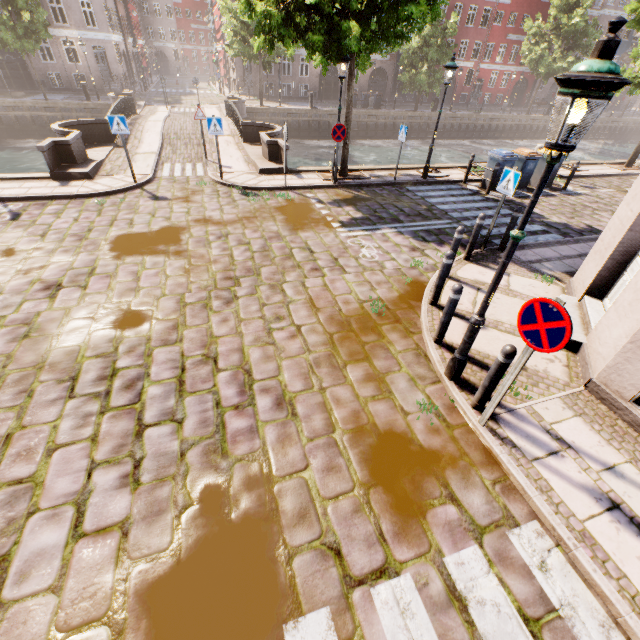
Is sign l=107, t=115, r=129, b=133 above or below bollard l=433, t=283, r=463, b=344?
above

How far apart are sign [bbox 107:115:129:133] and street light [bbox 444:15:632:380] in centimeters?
1130cm

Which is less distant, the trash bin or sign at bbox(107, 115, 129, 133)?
sign at bbox(107, 115, 129, 133)

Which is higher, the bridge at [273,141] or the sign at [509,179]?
the sign at [509,179]

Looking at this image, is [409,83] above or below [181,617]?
above

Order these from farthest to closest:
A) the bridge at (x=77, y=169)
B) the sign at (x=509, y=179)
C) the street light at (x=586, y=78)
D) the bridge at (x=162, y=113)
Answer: the bridge at (x=162, y=113), the bridge at (x=77, y=169), the sign at (x=509, y=179), the street light at (x=586, y=78)

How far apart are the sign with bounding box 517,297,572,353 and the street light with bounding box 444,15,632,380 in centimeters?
52cm

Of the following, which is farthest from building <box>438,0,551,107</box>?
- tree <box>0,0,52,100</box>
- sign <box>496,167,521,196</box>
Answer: sign <box>496,167,521,196</box>
